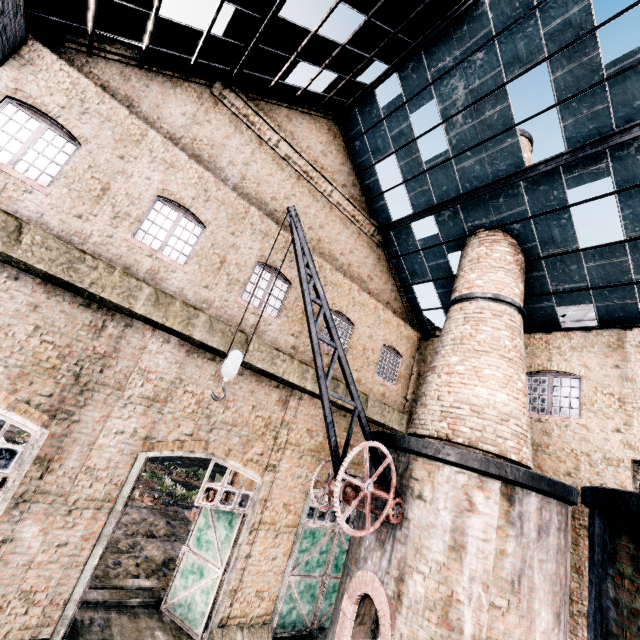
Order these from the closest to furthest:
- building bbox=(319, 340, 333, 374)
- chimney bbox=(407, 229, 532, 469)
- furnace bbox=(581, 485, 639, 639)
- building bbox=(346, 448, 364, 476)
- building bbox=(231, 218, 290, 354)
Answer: furnace bbox=(581, 485, 639, 639) → chimney bbox=(407, 229, 532, 469) → building bbox=(231, 218, 290, 354) → building bbox=(319, 340, 333, 374) → building bbox=(346, 448, 364, 476)

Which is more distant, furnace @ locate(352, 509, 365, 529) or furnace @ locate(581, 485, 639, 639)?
furnace @ locate(352, 509, 365, 529)

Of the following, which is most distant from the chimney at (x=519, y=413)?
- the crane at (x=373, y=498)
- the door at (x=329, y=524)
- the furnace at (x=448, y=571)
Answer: the door at (x=329, y=524)

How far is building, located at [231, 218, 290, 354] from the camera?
11.1 meters

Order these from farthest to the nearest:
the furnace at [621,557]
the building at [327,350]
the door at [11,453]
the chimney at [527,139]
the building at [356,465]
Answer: the chimney at [527,139] < the building at [356,465] < the building at [327,350] < the door at [11,453] < the furnace at [621,557]

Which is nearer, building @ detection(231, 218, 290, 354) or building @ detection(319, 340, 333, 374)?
building @ detection(231, 218, 290, 354)

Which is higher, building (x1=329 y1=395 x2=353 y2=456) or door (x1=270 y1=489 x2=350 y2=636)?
building (x1=329 y1=395 x2=353 y2=456)

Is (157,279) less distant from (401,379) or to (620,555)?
(401,379)
